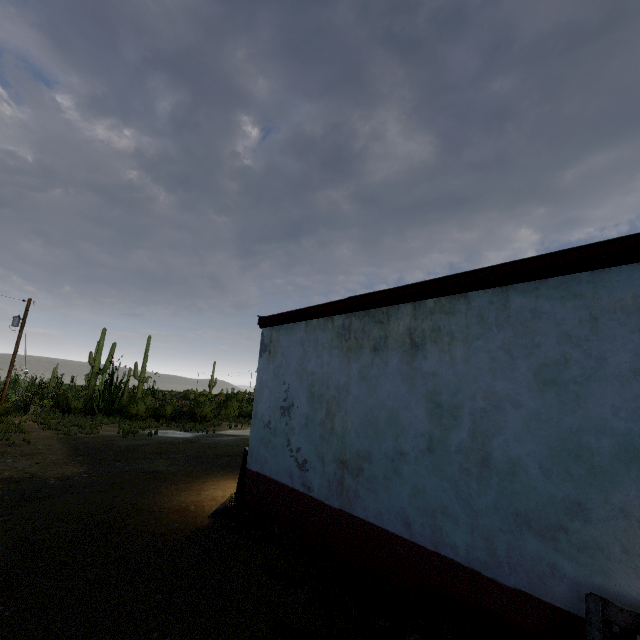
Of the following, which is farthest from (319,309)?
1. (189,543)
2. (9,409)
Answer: (9,409)

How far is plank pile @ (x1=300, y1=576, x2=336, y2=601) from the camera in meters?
4.1

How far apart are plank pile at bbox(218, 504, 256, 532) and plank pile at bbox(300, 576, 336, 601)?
1.3 meters

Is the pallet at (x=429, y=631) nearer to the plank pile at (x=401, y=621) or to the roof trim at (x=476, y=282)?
the plank pile at (x=401, y=621)

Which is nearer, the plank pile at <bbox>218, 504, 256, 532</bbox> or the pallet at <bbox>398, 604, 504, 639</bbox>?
the pallet at <bbox>398, 604, 504, 639</bbox>

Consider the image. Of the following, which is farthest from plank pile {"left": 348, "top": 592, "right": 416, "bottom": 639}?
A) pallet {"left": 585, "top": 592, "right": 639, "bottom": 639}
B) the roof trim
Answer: the roof trim

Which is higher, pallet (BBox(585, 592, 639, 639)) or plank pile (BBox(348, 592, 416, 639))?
pallet (BBox(585, 592, 639, 639))

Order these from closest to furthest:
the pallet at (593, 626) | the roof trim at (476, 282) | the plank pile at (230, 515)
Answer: the pallet at (593, 626) < the roof trim at (476, 282) < the plank pile at (230, 515)
